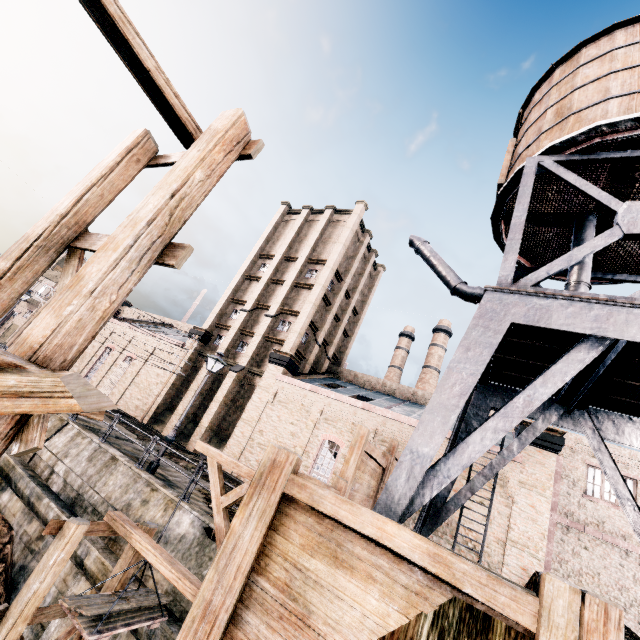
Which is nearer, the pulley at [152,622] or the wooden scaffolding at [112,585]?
the pulley at [152,622]

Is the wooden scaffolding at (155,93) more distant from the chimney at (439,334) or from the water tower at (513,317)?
the chimney at (439,334)

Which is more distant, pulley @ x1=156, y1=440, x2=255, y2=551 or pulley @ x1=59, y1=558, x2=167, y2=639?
pulley @ x1=156, y1=440, x2=255, y2=551

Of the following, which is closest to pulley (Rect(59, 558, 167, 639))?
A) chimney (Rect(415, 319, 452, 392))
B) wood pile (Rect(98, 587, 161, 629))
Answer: wood pile (Rect(98, 587, 161, 629))

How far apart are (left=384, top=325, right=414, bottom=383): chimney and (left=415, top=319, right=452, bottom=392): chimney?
2.53m

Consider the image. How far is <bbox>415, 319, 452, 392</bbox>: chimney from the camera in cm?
4774

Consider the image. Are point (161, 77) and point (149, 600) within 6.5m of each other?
no

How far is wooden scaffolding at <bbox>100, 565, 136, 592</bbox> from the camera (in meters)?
8.34
